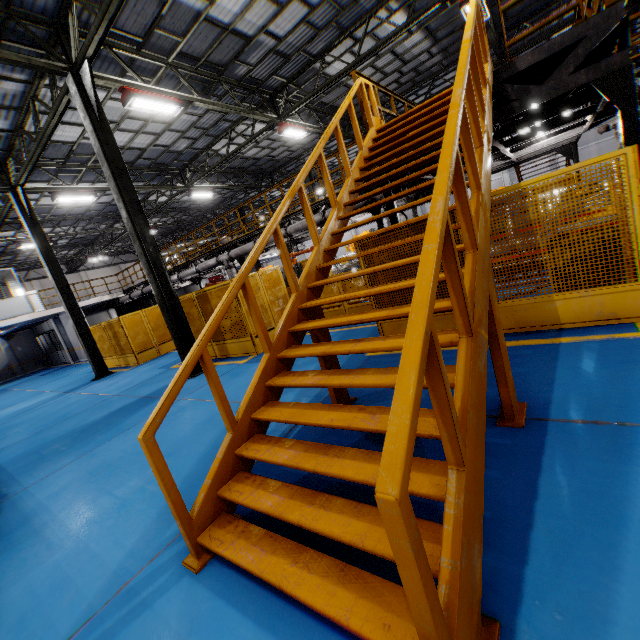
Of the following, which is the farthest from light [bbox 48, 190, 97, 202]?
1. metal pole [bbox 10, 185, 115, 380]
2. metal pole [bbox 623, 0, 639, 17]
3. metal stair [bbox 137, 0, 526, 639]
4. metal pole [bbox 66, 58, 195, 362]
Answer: metal pole [bbox 623, 0, 639, 17]

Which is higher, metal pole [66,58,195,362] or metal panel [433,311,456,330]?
metal pole [66,58,195,362]

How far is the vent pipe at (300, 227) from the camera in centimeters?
1278cm

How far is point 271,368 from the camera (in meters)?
3.55

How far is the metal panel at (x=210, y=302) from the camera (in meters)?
9.26

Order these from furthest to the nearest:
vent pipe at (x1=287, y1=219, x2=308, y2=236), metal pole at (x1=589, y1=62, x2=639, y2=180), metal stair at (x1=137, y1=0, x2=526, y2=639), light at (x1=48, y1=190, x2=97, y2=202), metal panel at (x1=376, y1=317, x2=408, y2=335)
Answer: light at (x1=48, y1=190, x2=97, y2=202) → vent pipe at (x1=287, y1=219, x2=308, y2=236) → metal panel at (x1=376, y1=317, x2=408, y2=335) → metal pole at (x1=589, y1=62, x2=639, y2=180) → metal stair at (x1=137, y1=0, x2=526, y2=639)

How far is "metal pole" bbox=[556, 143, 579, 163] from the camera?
13.80m

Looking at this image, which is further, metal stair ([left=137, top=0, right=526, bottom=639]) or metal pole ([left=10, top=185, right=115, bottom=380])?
metal pole ([left=10, top=185, right=115, bottom=380])
